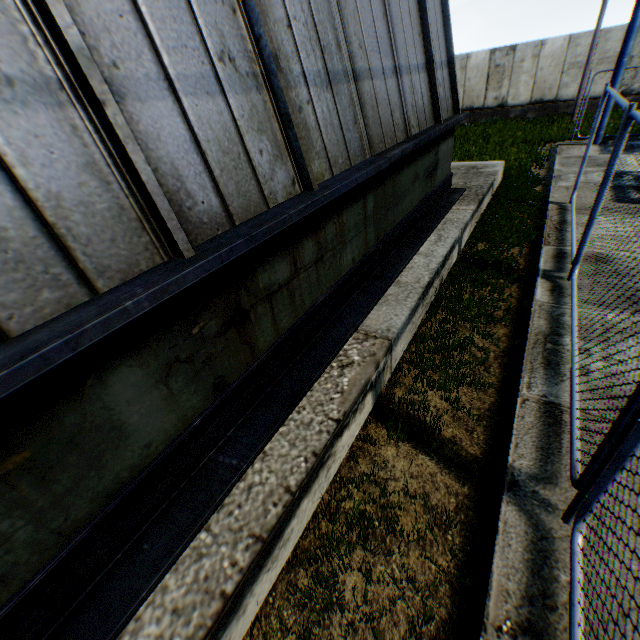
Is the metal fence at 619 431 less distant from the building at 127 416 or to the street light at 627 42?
the building at 127 416

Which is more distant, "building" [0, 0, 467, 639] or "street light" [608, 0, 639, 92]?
"street light" [608, 0, 639, 92]

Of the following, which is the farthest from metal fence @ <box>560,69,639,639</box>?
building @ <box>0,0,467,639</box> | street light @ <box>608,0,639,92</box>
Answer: street light @ <box>608,0,639,92</box>

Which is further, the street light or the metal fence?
the street light

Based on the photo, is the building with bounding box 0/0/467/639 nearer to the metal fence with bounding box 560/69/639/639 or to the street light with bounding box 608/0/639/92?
the metal fence with bounding box 560/69/639/639

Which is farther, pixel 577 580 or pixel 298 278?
pixel 298 278

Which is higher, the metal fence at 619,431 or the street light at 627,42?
the street light at 627,42
